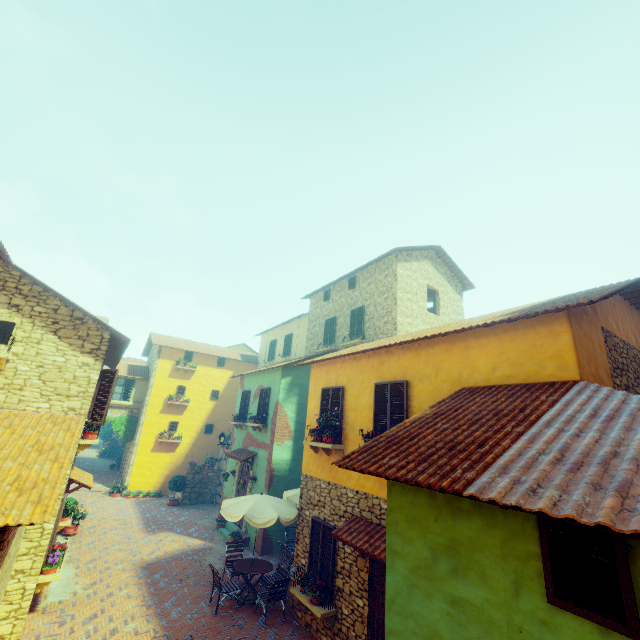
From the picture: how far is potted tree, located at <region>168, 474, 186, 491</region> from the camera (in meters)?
19.27

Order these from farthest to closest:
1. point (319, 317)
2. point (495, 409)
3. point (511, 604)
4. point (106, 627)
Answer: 1. point (319, 317)
2. point (106, 627)
3. point (495, 409)
4. point (511, 604)

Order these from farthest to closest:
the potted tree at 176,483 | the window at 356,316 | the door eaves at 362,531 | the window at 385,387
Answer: the potted tree at 176,483
the window at 356,316
the window at 385,387
the door eaves at 362,531

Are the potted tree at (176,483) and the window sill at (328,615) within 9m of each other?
no

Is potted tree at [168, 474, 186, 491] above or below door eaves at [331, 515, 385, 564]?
below

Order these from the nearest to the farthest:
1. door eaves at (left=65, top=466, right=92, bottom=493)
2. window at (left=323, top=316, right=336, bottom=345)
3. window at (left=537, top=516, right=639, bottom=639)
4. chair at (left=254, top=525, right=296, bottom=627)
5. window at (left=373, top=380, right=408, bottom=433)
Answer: window at (left=537, top=516, right=639, bottom=639)
window at (left=373, top=380, right=408, bottom=433)
chair at (left=254, top=525, right=296, bottom=627)
door eaves at (left=65, top=466, right=92, bottom=493)
window at (left=323, top=316, right=336, bottom=345)

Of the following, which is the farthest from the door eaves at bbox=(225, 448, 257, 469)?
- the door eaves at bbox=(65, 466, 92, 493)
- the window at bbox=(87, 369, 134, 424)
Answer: the door eaves at bbox=(65, 466, 92, 493)

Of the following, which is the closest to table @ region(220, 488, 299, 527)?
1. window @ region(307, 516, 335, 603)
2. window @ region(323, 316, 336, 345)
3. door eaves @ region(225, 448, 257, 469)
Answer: window @ region(307, 516, 335, 603)
